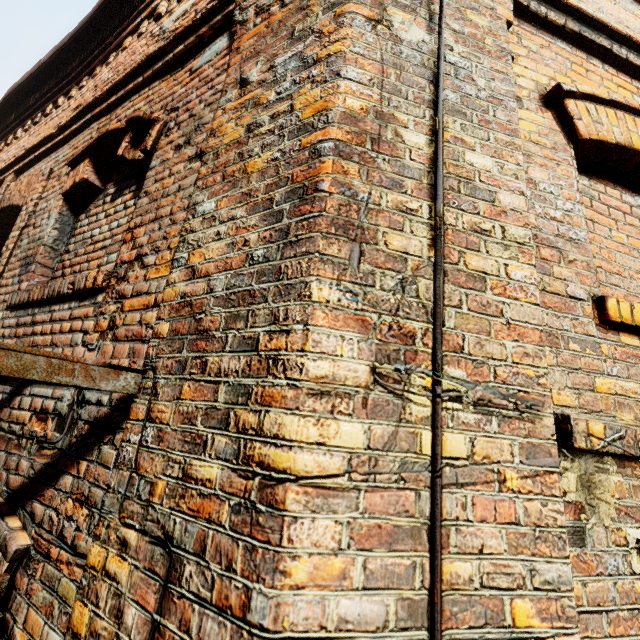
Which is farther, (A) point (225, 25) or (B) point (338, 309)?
(A) point (225, 25)
